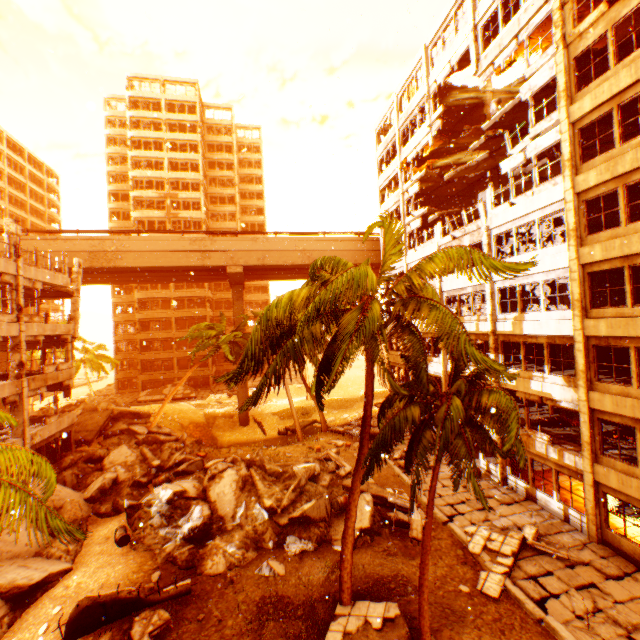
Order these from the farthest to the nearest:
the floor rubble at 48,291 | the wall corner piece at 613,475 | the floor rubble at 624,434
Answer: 1. the floor rubble at 48,291
2. the floor rubble at 624,434
3. the wall corner piece at 613,475

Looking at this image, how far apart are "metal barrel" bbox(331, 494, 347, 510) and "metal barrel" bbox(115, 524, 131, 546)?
9.0m

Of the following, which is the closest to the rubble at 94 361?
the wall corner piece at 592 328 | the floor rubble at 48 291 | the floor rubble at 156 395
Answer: the wall corner piece at 592 328

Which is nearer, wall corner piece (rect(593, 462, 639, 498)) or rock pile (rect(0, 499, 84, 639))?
rock pile (rect(0, 499, 84, 639))

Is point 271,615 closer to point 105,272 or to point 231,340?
point 231,340

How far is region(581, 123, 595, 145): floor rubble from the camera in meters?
14.6

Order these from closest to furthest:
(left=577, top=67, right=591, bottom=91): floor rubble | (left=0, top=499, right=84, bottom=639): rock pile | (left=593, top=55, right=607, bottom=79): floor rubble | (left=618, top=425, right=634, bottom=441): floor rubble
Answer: (left=0, top=499, right=84, bottom=639): rock pile < (left=593, top=55, right=607, bottom=79): floor rubble < (left=577, top=67, right=591, bottom=91): floor rubble < (left=618, top=425, right=634, bottom=441): floor rubble

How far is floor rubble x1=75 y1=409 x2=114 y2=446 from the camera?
23.4 meters
